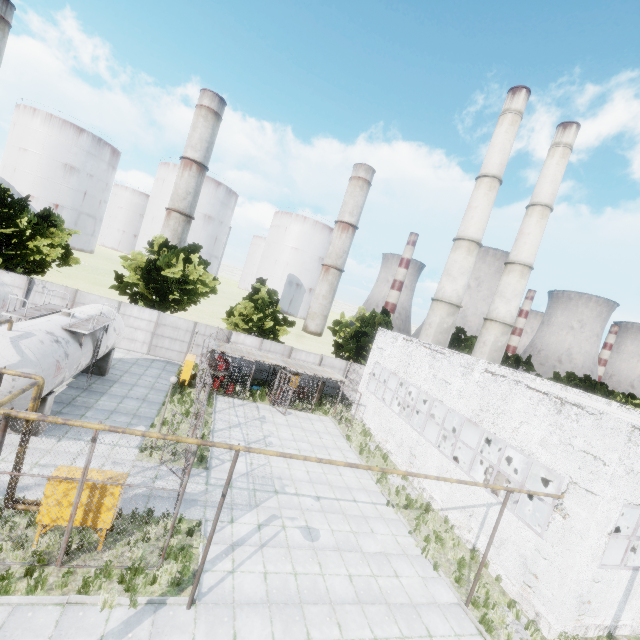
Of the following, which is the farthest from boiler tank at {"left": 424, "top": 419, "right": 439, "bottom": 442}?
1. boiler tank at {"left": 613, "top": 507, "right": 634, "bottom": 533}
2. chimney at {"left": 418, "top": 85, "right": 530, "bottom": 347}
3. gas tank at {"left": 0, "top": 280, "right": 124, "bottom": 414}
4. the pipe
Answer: gas tank at {"left": 0, "top": 280, "right": 124, "bottom": 414}

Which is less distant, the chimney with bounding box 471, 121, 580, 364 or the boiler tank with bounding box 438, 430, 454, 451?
the boiler tank with bounding box 438, 430, 454, 451

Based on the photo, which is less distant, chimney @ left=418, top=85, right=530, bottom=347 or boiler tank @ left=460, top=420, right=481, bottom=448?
boiler tank @ left=460, top=420, right=481, bottom=448

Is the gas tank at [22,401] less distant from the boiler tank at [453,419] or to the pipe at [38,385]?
the pipe at [38,385]

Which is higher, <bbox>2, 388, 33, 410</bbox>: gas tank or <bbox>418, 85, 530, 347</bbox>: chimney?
<bbox>418, 85, 530, 347</bbox>: chimney

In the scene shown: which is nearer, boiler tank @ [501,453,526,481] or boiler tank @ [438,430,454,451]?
boiler tank @ [501,453,526,481]

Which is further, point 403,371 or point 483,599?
point 403,371

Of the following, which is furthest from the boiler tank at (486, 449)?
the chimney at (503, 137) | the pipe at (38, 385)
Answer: the pipe at (38, 385)
